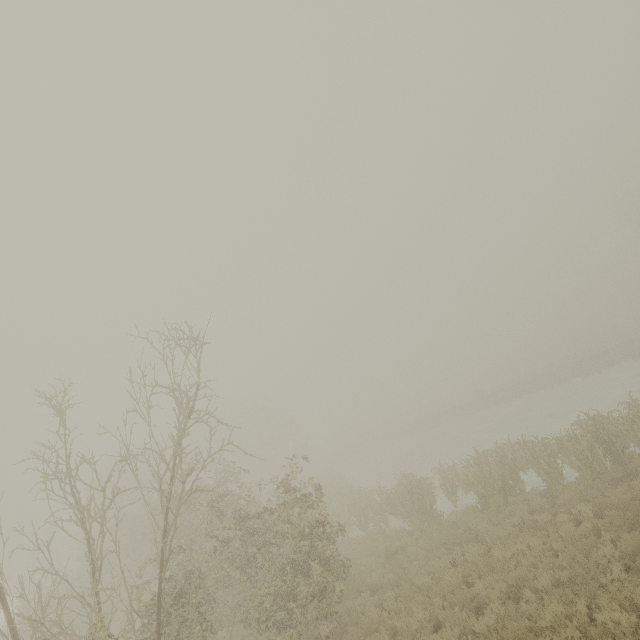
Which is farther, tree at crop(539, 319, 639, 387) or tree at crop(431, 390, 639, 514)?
tree at crop(539, 319, 639, 387)

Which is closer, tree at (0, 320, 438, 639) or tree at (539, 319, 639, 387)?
tree at (0, 320, 438, 639)

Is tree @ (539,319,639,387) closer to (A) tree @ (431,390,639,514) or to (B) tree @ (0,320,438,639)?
(A) tree @ (431,390,639,514)

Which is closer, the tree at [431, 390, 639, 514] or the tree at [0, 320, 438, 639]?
the tree at [0, 320, 438, 639]

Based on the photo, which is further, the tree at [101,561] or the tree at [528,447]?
the tree at [528,447]

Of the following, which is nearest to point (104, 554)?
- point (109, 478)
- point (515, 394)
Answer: point (109, 478)

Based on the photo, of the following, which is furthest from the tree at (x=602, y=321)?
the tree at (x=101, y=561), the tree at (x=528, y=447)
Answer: the tree at (x=101, y=561)

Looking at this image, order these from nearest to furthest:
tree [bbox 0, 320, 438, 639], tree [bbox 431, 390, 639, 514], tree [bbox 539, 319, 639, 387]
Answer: tree [bbox 0, 320, 438, 639] < tree [bbox 431, 390, 639, 514] < tree [bbox 539, 319, 639, 387]
